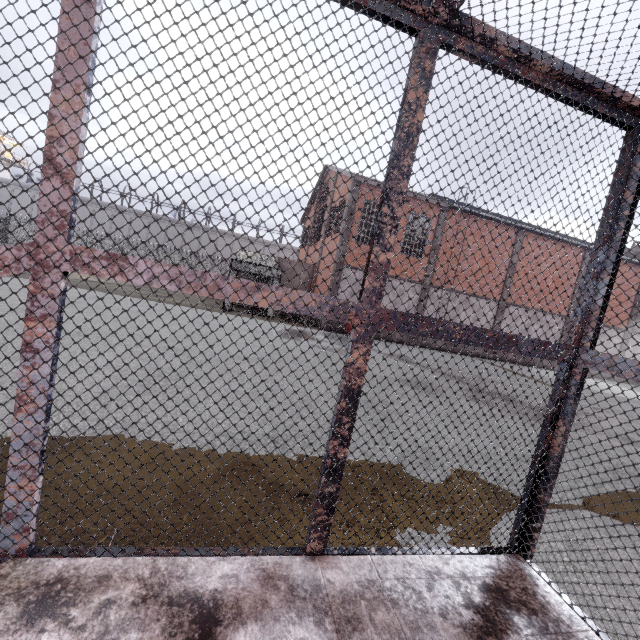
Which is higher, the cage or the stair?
the cage

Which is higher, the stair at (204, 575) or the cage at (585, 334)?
the cage at (585, 334)

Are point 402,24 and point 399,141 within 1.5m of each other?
yes
